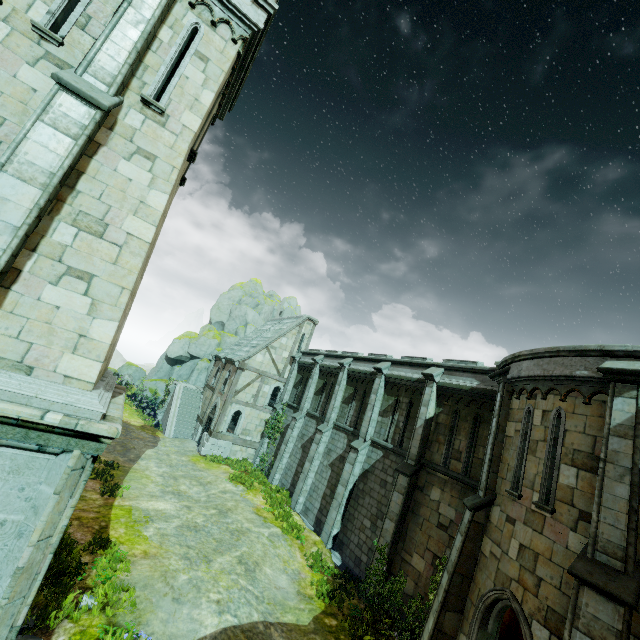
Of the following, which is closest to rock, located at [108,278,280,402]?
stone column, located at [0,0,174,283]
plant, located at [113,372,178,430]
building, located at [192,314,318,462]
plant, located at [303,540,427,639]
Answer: plant, located at [113,372,178,430]

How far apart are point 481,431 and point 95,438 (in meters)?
12.92

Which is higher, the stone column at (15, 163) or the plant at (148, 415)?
the stone column at (15, 163)

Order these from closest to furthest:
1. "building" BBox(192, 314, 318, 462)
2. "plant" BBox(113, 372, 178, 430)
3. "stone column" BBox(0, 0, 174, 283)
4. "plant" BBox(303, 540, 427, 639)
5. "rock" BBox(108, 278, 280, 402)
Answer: "stone column" BBox(0, 0, 174, 283)
"plant" BBox(303, 540, 427, 639)
"building" BBox(192, 314, 318, 462)
"plant" BBox(113, 372, 178, 430)
"rock" BBox(108, 278, 280, 402)

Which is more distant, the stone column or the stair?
the stair

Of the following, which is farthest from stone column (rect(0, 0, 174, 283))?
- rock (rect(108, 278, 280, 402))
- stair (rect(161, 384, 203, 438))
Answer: rock (rect(108, 278, 280, 402))

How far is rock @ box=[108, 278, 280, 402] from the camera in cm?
3819

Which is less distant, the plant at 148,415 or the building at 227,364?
the building at 227,364
